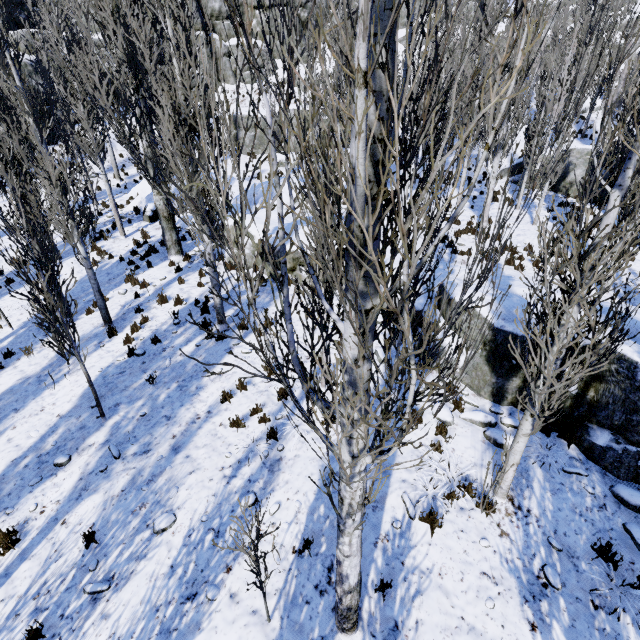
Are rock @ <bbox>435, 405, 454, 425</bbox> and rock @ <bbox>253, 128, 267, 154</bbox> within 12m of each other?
no

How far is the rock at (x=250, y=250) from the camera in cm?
1295

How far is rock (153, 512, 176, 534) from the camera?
5.3 meters

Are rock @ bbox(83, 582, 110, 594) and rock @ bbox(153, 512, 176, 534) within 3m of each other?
yes

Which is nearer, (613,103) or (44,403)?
(613,103)

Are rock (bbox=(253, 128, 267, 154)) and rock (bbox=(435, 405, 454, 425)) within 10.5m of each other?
no

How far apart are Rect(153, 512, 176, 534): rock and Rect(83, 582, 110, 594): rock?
0.8m

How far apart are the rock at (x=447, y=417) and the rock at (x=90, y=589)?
6.3m
